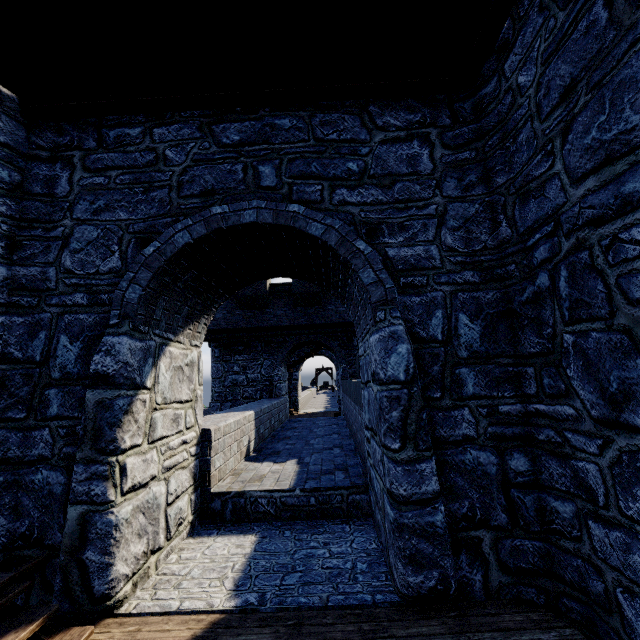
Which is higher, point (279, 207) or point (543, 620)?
point (279, 207)
